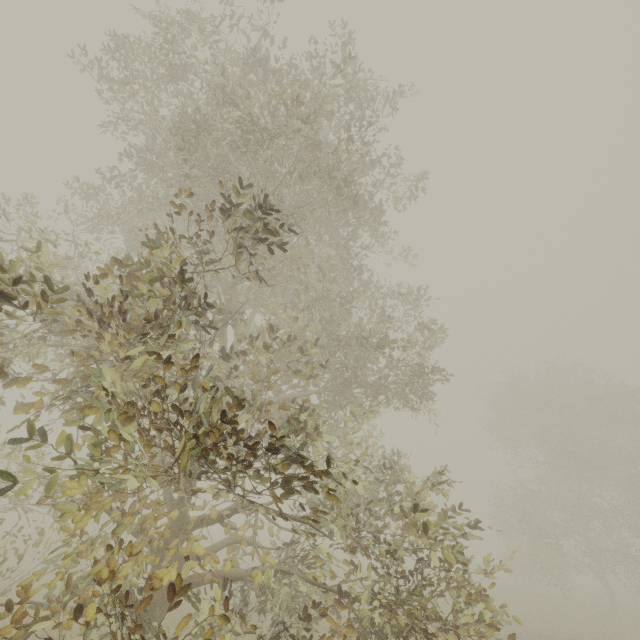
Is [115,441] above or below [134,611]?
above
